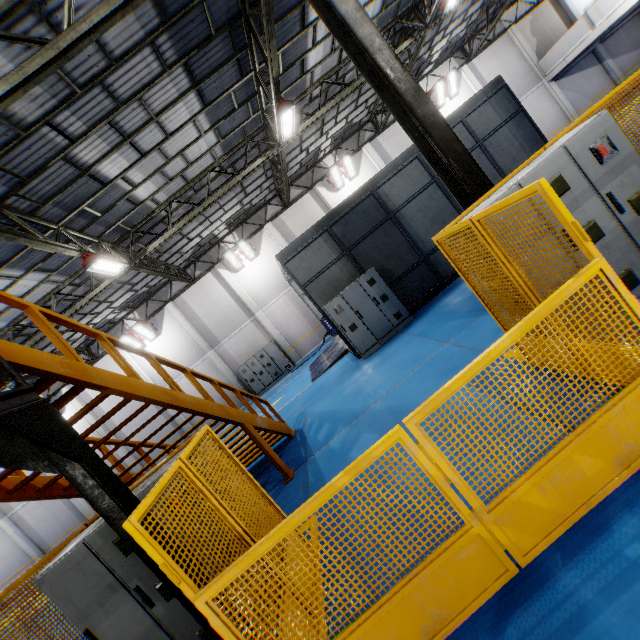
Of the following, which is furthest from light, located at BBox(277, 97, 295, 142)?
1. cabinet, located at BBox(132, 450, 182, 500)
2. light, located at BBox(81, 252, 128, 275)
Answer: cabinet, located at BBox(132, 450, 182, 500)

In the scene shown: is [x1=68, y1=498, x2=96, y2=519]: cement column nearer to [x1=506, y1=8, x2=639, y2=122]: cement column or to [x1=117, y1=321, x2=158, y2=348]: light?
[x1=117, y1=321, x2=158, y2=348]: light

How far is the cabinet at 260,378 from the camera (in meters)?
19.73

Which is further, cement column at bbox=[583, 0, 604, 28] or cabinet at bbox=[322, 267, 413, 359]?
cement column at bbox=[583, 0, 604, 28]

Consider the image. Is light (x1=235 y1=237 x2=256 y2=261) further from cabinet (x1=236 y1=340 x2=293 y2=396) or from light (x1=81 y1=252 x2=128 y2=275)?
light (x1=81 y1=252 x2=128 y2=275)

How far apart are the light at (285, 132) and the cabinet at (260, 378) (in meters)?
11.43

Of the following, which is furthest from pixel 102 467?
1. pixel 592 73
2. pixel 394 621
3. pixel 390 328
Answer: pixel 592 73

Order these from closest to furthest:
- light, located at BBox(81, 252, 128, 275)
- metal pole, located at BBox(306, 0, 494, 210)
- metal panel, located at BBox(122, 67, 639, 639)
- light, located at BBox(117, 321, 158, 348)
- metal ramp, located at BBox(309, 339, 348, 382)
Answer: metal panel, located at BBox(122, 67, 639, 639)
metal pole, located at BBox(306, 0, 494, 210)
light, located at BBox(81, 252, 128, 275)
metal ramp, located at BBox(309, 339, 348, 382)
light, located at BBox(117, 321, 158, 348)
